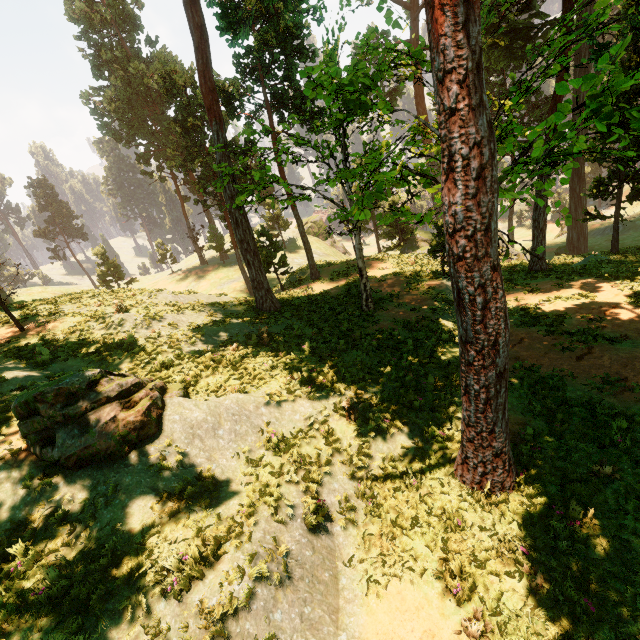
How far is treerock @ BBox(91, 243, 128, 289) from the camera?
43.16m

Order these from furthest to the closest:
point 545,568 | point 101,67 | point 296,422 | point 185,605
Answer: point 101,67 → point 296,422 → point 545,568 → point 185,605

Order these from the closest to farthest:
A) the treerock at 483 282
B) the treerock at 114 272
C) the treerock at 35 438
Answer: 1. the treerock at 483 282
2. the treerock at 35 438
3. the treerock at 114 272

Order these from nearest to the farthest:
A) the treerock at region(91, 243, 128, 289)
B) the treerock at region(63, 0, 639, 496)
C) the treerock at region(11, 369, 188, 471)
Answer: the treerock at region(63, 0, 639, 496)
the treerock at region(11, 369, 188, 471)
the treerock at region(91, 243, 128, 289)

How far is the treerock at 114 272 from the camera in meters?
43.2

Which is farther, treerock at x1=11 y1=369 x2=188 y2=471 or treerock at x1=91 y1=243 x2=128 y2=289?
treerock at x1=91 y1=243 x2=128 y2=289
